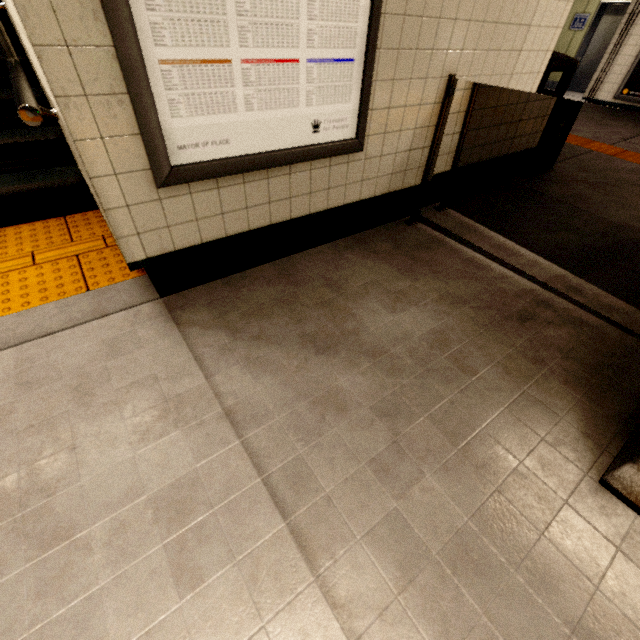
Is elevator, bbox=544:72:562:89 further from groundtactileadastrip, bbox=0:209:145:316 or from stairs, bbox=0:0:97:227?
groundtactileadastrip, bbox=0:209:145:316

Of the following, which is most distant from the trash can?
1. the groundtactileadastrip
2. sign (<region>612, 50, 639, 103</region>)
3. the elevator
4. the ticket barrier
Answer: the elevator

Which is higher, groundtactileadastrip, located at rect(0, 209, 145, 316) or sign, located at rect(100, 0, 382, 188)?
sign, located at rect(100, 0, 382, 188)

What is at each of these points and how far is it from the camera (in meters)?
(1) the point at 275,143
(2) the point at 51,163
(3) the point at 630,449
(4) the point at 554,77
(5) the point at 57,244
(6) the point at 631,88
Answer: (1) sign, 1.74
(2) stairs, 2.79
(3) ticket barrier, 1.29
(4) elevator, 10.00
(5) groundtactileadastrip, 2.38
(6) sign, 6.25

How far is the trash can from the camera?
2.9 meters

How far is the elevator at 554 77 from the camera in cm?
991

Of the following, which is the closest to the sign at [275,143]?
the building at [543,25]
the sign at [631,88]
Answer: the building at [543,25]

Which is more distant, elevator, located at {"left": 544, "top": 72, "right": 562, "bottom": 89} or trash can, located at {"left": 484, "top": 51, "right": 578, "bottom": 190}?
elevator, located at {"left": 544, "top": 72, "right": 562, "bottom": 89}
